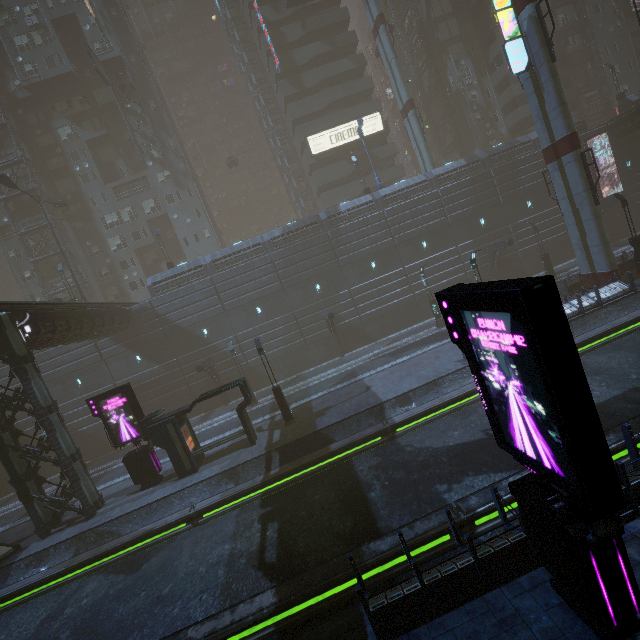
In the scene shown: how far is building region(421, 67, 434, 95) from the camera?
46.9 meters

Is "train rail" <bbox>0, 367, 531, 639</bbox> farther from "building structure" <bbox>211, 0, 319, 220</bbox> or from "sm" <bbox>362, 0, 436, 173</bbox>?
"building structure" <bbox>211, 0, 319, 220</bbox>

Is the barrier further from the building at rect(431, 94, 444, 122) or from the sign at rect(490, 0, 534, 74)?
the sign at rect(490, 0, 534, 74)

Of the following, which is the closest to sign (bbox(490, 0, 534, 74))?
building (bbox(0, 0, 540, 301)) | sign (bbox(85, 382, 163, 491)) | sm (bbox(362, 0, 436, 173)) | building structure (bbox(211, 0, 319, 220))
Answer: building (bbox(0, 0, 540, 301))

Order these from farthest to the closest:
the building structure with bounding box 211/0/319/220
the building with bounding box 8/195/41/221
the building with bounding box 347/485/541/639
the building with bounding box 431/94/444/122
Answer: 1. the building with bounding box 431/94/444/122
2. the building structure with bounding box 211/0/319/220
3. the building with bounding box 8/195/41/221
4. the building with bounding box 347/485/541/639

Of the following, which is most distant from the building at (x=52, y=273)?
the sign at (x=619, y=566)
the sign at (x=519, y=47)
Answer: the sign at (x=619, y=566)

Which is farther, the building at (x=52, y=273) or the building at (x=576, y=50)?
the building at (x=576, y=50)

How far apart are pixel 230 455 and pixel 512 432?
16.5m
